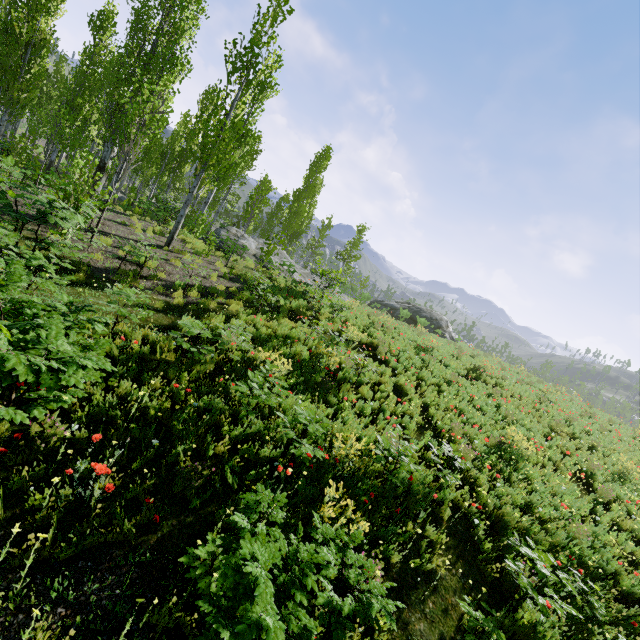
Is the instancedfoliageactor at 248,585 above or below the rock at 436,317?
below

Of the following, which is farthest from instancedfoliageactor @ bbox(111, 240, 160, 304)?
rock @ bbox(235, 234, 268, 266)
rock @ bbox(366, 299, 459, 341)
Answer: rock @ bbox(366, 299, 459, 341)

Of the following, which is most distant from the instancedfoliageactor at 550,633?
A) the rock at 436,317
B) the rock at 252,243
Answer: the rock at 436,317

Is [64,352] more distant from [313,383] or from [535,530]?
[535,530]

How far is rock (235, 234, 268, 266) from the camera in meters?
18.7 m

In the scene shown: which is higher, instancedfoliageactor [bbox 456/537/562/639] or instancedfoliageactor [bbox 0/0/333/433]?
instancedfoliageactor [bbox 0/0/333/433]
